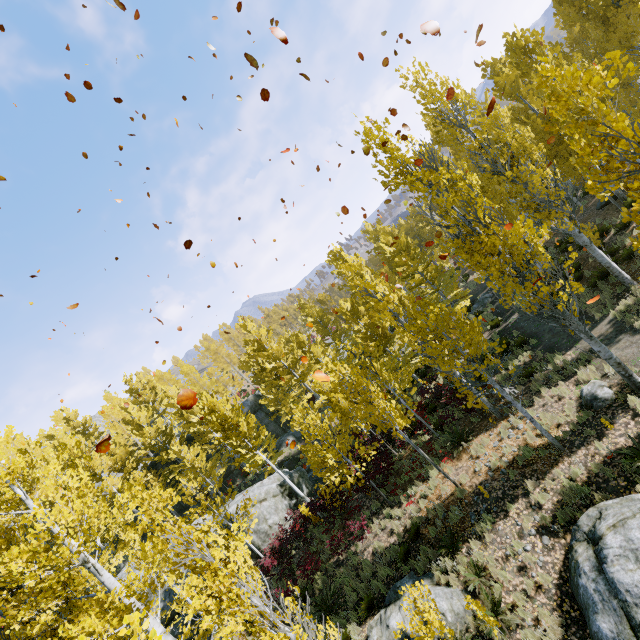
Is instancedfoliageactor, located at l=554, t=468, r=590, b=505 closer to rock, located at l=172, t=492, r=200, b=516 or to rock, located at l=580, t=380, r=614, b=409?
rock, located at l=172, t=492, r=200, b=516

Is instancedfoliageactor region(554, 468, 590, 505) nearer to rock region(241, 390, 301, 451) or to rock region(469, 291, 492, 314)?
rock region(241, 390, 301, 451)

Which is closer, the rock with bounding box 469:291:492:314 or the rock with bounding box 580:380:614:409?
the rock with bounding box 580:380:614:409

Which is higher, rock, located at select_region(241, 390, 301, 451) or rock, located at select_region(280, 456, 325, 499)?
rock, located at select_region(241, 390, 301, 451)

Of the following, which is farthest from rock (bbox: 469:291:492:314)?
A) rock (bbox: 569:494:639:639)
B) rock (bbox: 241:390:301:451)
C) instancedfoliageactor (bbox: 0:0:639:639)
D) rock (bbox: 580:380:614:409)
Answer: rock (bbox: 569:494:639:639)

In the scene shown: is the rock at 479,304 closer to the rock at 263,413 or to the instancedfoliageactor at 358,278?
the instancedfoliageactor at 358,278

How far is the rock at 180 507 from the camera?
28.47m

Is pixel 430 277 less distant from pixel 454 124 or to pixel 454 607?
pixel 454 124
